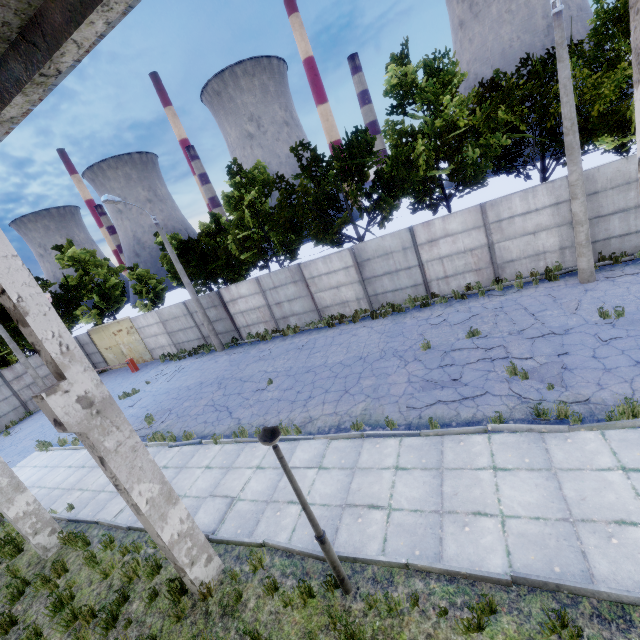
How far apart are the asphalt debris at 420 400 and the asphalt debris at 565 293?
4.91m

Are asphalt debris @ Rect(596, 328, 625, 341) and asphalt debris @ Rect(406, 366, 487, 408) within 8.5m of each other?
yes

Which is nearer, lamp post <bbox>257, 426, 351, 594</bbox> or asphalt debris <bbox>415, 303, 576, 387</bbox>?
lamp post <bbox>257, 426, 351, 594</bbox>

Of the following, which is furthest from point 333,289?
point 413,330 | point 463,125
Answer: point 463,125

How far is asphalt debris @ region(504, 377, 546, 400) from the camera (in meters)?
7.60

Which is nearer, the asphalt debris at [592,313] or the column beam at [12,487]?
the column beam at [12,487]

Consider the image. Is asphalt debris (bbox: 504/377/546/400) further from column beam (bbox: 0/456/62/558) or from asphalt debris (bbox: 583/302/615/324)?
column beam (bbox: 0/456/62/558)

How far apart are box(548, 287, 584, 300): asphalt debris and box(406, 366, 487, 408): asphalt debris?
4.9 meters
